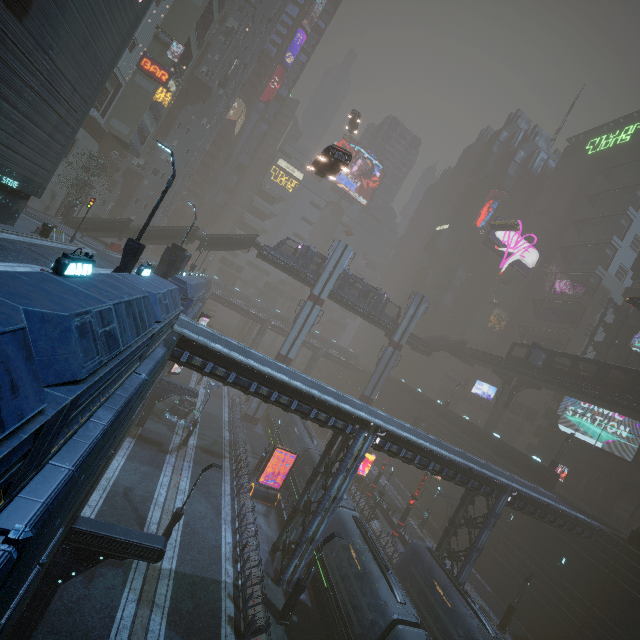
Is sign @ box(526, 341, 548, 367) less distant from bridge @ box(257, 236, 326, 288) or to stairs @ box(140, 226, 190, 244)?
bridge @ box(257, 236, 326, 288)

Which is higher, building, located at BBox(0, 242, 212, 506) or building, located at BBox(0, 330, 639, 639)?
building, located at BBox(0, 242, 212, 506)

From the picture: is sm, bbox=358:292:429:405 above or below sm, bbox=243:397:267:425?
above

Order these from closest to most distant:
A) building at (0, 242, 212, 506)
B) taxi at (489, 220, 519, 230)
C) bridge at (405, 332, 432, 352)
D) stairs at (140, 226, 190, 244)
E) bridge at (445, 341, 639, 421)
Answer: building at (0, 242, 212, 506)
bridge at (445, 341, 639, 421)
stairs at (140, 226, 190, 244)
taxi at (489, 220, 519, 230)
bridge at (405, 332, 432, 352)

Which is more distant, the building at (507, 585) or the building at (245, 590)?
the building at (245, 590)

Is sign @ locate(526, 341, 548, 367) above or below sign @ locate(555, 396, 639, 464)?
above

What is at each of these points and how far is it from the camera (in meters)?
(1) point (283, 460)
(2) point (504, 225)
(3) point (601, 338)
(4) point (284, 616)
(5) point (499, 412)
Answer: (1) train, 34.00
(2) taxi, 49.66
(3) building, 59.00
(4) street light, 17.83
(5) sm, 47.16

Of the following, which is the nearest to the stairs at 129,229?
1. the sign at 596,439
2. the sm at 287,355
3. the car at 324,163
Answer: the car at 324,163
